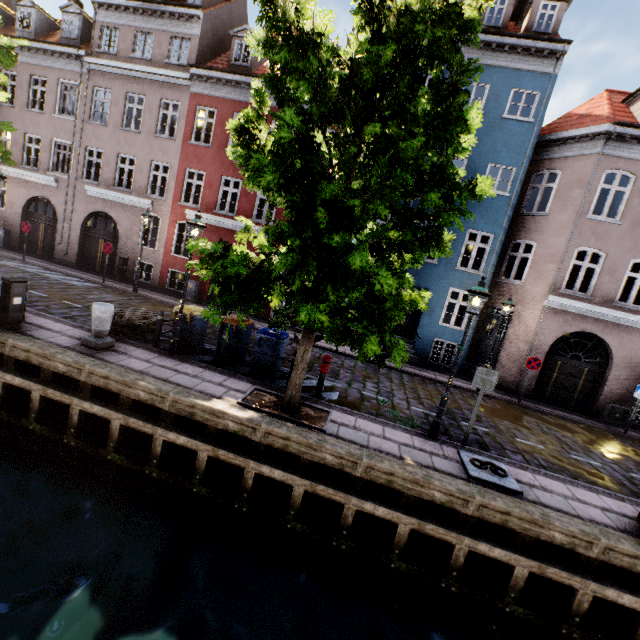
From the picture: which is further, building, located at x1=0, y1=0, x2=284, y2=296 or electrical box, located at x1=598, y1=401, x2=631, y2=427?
building, located at x1=0, y1=0, x2=284, y2=296

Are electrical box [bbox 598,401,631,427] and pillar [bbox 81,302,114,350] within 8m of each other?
no

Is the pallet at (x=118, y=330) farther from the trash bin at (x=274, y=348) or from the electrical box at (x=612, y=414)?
the electrical box at (x=612, y=414)

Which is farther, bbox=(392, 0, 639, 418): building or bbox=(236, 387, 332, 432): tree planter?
bbox=(392, 0, 639, 418): building

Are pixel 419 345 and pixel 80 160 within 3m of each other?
no

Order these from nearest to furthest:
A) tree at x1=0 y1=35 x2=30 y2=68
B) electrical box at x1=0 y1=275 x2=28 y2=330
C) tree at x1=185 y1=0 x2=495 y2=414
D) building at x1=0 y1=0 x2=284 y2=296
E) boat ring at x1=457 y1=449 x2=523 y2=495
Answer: tree at x1=185 y1=0 x2=495 y2=414 → boat ring at x1=457 y1=449 x2=523 y2=495 → electrical box at x1=0 y1=275 x2=28 y2=330 → tree at x1=0 y1=35 x2=30 y2=68 → building at x1=0 y1=0 x2=284 y2=296

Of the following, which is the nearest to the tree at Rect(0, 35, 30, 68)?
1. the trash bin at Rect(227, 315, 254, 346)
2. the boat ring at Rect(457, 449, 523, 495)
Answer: the trash bin at Rect(227, 315, 254, 346)

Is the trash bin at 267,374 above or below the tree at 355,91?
below
